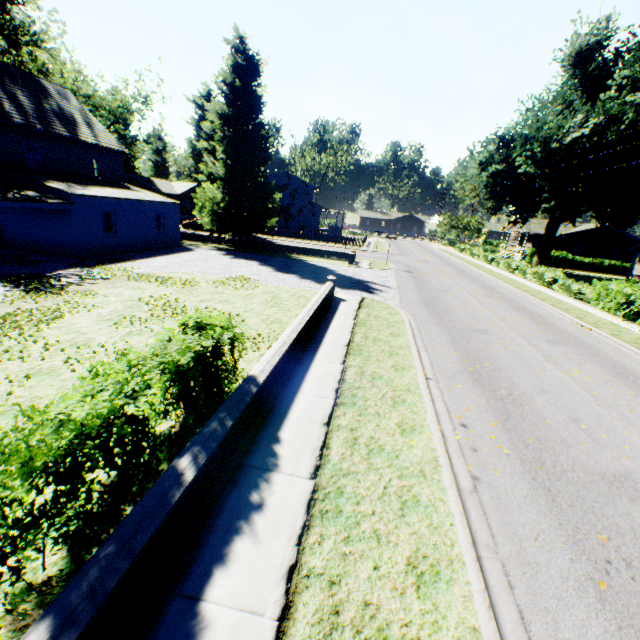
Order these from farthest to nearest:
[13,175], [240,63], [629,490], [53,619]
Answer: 1. [240,63]
2. [13,175]
3. [629,490]
4. [53,619]

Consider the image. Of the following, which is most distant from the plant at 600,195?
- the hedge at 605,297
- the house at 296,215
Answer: the hedge at 605,297

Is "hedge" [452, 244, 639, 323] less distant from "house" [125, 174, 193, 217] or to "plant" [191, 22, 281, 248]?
"plant" [191, 22, 281, 248]

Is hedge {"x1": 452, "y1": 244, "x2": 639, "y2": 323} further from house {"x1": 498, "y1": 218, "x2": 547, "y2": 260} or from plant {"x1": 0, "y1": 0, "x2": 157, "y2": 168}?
house {"x1": 498, "y1": 218, "x2": 547, "y2": 260}

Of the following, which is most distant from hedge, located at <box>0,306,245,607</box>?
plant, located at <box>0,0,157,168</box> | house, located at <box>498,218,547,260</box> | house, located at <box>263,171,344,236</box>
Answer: house, located at <box>263,171,344,236</box>

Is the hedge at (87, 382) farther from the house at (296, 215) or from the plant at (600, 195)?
the house at (296, 215)

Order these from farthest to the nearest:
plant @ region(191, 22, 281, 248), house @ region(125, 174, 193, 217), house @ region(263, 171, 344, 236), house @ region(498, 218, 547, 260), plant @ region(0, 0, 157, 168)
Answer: house @ region(125, 174, 193, 217), house @ region(498, 218, 547, 260), house @ region(263, 171, 344, 236), plant @ region(0, 0, 157, 168), plant @ region(191, 22, 281, 248)
